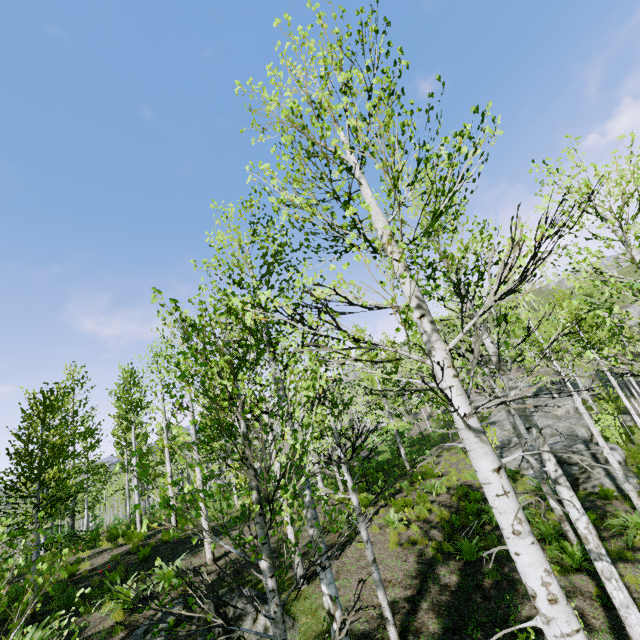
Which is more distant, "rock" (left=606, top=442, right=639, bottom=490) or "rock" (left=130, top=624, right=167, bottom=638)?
"rock" (left=606, top=442, right=639, bottom=490)

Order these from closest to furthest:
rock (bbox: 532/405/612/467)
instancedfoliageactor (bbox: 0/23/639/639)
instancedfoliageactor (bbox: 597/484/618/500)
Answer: instancedfoliageactor (bbox: 0/23/639/639) < instancedfoliageactor (bbox: 597/484/618/500) < rock (bbox: 532/405/612/467)

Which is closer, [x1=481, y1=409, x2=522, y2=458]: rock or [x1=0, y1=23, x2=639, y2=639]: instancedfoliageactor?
[x1=0, y1=23, x2=639, y2=639]: instancedfoliageactor

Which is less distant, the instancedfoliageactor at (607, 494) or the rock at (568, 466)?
the instancedfoliageactor at (607, 494)

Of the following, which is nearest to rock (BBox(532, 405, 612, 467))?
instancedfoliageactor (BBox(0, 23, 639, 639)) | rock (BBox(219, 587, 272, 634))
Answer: instancedfoliageactor (BBox(0, 23, 639, 639))

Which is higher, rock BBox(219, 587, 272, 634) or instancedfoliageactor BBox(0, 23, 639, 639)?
instancedfoliageactor BBox(0, 23, 639, 639)

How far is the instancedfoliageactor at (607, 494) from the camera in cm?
1152

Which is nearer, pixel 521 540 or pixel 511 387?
pixel 521 540
